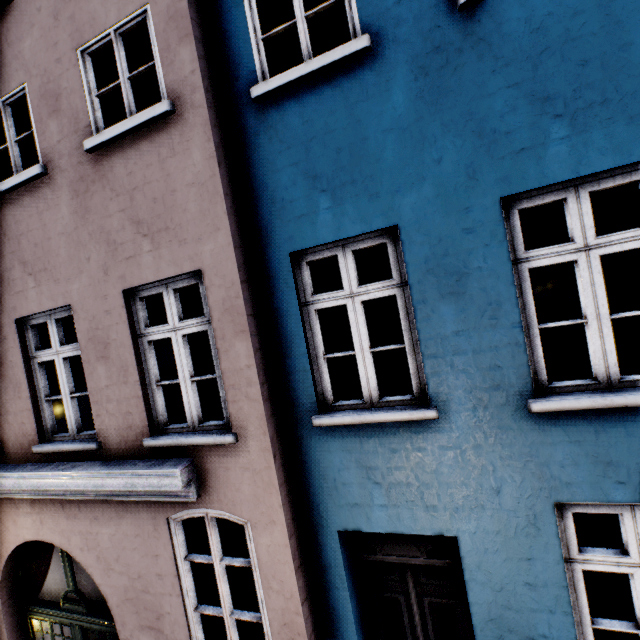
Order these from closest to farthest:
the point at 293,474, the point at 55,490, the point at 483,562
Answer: the point at 483,562, the point at 293,474, the point at 55,490
